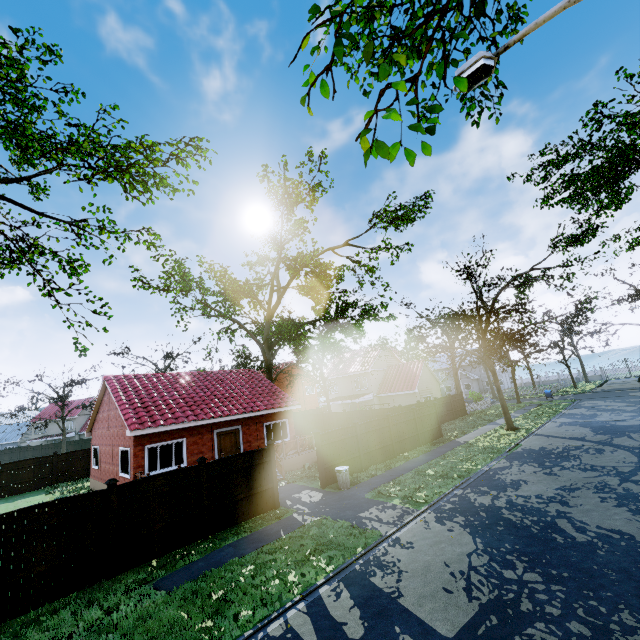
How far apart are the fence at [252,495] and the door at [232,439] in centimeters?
630cm

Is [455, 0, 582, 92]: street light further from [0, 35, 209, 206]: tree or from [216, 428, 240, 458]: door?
[216, 428, 240, 458]: door

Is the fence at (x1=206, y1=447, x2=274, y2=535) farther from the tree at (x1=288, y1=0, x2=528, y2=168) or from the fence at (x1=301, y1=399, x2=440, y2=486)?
the tree at (x1=288, y1=0, x2=528, y2=168)

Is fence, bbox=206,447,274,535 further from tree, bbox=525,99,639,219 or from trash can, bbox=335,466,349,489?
tree, bbox=525,99,639,219

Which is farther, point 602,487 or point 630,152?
point 630,152

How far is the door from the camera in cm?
1842

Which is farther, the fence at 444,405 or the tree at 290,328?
the fence at 444,405

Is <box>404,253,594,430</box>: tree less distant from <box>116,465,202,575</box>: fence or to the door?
<box>116,465,202,575</box>: fence
